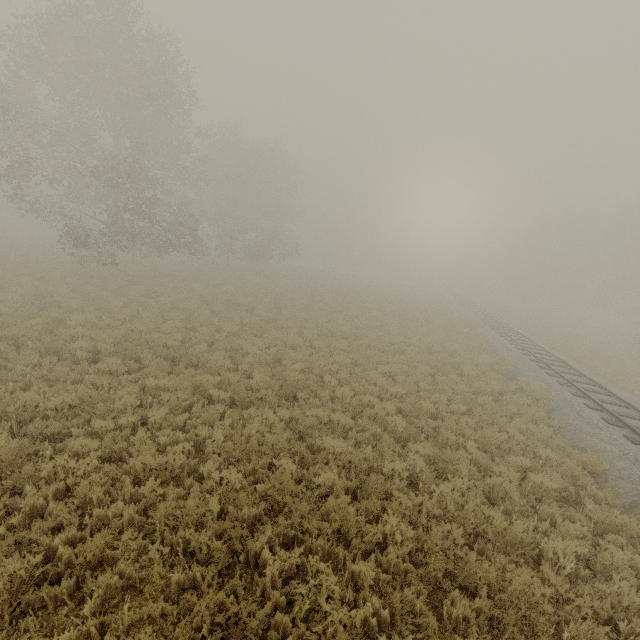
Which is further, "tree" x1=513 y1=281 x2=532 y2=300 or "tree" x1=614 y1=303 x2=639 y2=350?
"tree" x1=513 y1=281 x2=532 y2=300

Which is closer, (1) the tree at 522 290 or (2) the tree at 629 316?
(2) the tree at 629 316

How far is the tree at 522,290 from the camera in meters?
57.6

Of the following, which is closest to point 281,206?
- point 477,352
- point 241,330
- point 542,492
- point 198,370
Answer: point 241,330

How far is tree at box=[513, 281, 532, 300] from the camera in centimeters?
5759cm
